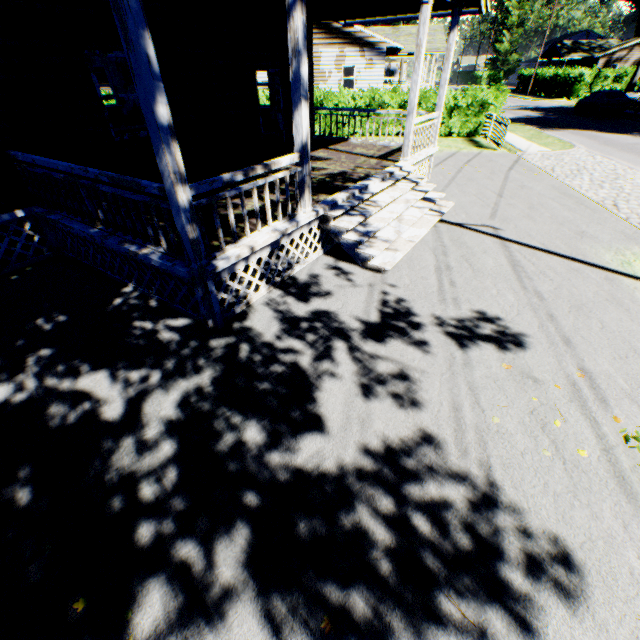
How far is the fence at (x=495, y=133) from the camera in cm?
1523

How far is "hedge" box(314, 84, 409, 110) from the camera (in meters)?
17.91

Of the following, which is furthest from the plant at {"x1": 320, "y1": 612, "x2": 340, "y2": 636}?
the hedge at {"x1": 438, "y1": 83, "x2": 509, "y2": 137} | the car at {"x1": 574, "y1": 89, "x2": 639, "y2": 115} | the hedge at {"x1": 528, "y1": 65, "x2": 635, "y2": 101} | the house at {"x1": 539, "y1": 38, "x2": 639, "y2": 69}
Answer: the house at {"x1": 539, "y1": 38, "x2": 639, "y2": 69}

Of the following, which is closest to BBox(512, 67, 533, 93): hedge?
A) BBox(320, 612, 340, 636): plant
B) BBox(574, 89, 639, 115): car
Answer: BBox(574, 89, 639, 115): car

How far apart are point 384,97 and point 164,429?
20.50m

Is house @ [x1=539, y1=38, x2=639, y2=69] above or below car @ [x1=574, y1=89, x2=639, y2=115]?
above

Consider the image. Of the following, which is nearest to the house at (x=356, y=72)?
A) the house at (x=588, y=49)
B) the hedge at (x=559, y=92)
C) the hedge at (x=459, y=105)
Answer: the hedge at (x=459, y=105)

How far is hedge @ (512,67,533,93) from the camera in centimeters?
4827cm
